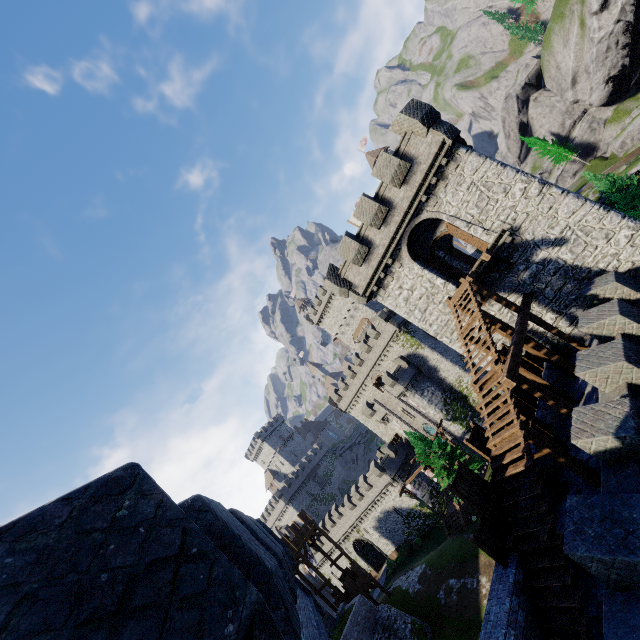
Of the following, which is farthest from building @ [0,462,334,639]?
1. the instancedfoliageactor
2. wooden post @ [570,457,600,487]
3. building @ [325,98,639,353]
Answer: the instancedfoliageactor

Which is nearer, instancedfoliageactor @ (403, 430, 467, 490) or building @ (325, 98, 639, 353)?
building @ (325, 98, 639, 353)

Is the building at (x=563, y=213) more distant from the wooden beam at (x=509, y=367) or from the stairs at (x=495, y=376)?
the stairs at (x=495, y=376)

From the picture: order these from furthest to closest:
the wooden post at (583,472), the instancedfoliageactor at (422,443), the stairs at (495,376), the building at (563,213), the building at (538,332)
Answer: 1. the instancedfoliageactor at (422,443)
2. the building at (538,332)
3. the building at (563,213)
4. the wooden post at (583,472)
5. the stairs at (495,376)

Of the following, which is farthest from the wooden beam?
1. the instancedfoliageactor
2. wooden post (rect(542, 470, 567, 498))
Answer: the instancedfoliageactor

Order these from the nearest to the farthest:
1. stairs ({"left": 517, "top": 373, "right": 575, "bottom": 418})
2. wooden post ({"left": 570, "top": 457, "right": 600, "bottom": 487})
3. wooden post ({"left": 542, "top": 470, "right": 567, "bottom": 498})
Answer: wooden post ({"left": 570, "top": 457, "right": 600, "bottom": 487}), wooden post ({"left": 542, "top": 470, "right": 567, "bottom": 498}), stairs ({"left": 517, "top": 373, "right": 575, "bottom": 418})

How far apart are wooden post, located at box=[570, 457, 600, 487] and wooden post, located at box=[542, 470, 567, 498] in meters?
1.1

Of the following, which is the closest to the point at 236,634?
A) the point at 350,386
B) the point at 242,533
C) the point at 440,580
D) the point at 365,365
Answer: the point at 242,533
